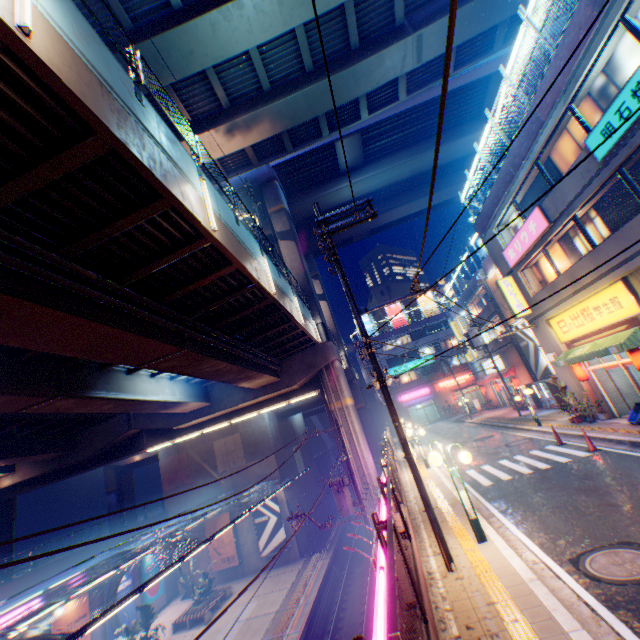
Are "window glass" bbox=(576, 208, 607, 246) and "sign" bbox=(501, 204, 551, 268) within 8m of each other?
yes

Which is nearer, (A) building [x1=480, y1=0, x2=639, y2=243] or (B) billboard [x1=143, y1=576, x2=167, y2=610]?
(A) building [x1=480, y1=0, x2=639, y2=243]

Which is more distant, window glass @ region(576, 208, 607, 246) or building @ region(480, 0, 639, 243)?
window glass @ region(576, 208, 607, 246)

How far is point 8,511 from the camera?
27.00m

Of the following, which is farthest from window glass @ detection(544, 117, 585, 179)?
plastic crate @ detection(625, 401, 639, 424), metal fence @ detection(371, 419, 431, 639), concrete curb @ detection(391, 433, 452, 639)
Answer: concrete curb @ detection(391, 433, 452, 639)

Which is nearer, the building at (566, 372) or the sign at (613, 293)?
the sign at (613, 293)

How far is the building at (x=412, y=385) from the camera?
50.50m

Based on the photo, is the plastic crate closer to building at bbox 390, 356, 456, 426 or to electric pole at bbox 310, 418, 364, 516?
building at bbox 390, 356, 456, 426
